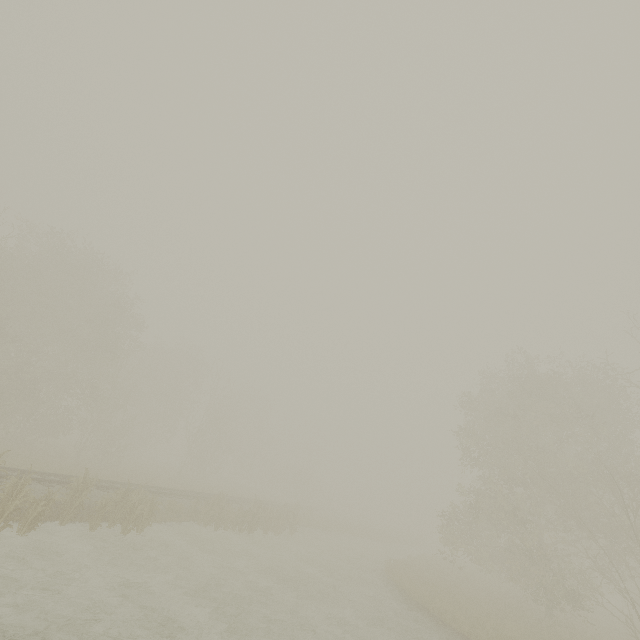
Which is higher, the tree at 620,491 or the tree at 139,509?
the tree at 620,491

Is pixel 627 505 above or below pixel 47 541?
above

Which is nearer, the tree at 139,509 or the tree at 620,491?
the tree at 139,509

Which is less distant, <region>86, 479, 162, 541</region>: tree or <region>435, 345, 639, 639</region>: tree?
<region>86, 479, 162, 541</region>: tree

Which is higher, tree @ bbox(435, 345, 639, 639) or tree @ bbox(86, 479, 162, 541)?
tree @ bbox(435, 345, 639, 639)

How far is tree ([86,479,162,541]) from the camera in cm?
1288
